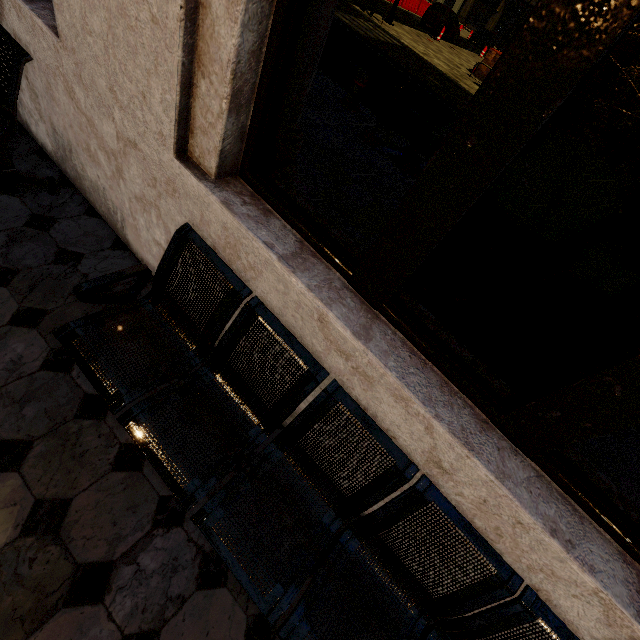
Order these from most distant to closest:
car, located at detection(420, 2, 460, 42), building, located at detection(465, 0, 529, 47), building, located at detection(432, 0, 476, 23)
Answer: building, located at detection(465, 0, 529, 47), building, located at detection(432, 0, 476, 23), car, located at detection(420, 2, 460, 42)

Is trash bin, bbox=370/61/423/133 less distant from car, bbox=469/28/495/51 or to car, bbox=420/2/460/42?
car, bbox=420/2/460/42

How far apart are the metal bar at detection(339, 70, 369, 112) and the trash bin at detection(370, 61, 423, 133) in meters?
0.5 m

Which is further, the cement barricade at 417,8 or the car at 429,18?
the cement barricade at 417,8

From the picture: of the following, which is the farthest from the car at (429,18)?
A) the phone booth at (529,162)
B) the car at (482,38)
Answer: the phone booth at (529,162)

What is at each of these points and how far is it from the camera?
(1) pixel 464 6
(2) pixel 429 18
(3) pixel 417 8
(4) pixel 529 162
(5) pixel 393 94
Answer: (1) building, 52.5m
(2) car, 21.7m
(3) cement barricade, 26.3m
(4) phone booth, 1.2m
(5) trash bin, 5.3m

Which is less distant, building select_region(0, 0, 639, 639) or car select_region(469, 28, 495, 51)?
building select_region(0, 0, 639, 639)

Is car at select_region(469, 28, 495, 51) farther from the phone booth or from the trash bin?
the phone booth
